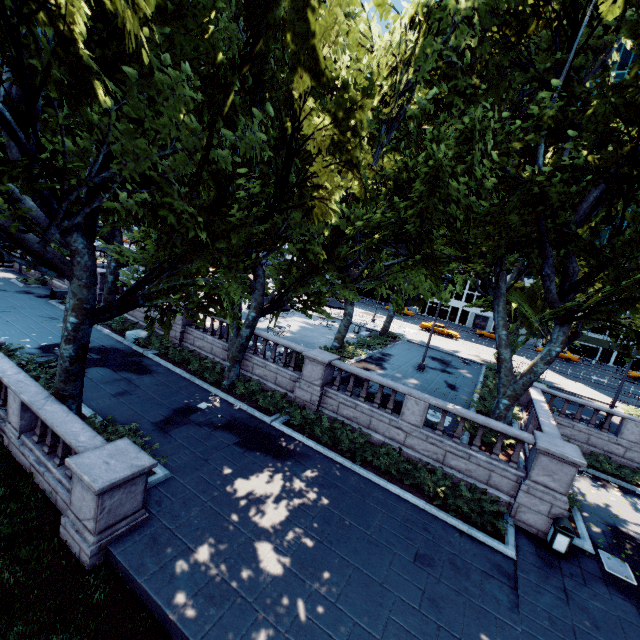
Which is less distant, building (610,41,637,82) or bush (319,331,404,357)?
bush (319,331,404,357)

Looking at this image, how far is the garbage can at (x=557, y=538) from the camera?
10.49m

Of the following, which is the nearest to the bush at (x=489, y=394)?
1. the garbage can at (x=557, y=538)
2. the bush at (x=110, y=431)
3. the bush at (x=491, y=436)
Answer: the bush at (x=491, y=436)

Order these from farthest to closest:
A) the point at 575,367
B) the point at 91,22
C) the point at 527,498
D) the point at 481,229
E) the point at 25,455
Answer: the point at 575,367 < the point at 481,229 < the point at 527,498 < the point at 25,455 < the point at 91,22

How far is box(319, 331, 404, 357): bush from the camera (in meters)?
21.87

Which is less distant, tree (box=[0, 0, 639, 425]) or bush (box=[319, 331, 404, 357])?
tree (box=[0, 0, 639, 425])

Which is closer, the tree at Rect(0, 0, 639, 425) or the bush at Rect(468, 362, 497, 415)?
the tree at Rect(0, 0, 639, 425)

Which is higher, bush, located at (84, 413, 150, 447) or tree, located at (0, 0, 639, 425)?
tree, located at (0, 0, 639, 425)
